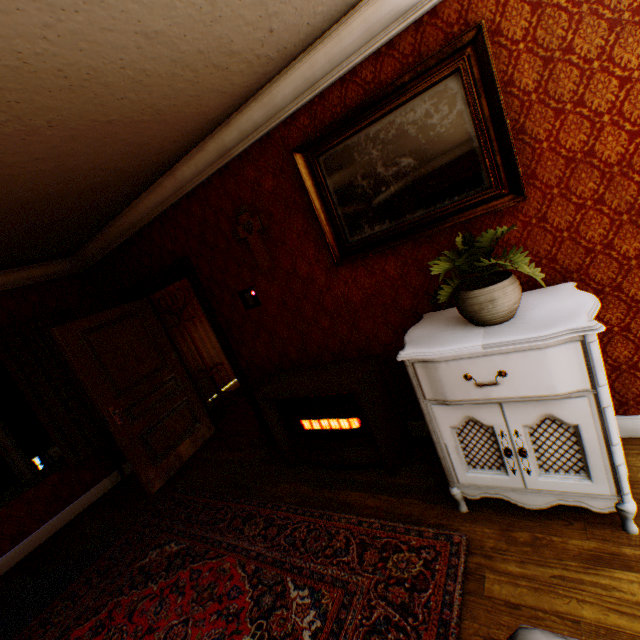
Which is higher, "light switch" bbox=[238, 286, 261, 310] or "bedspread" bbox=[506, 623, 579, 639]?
"light switch" bbox=[238, 286, 261, 310]

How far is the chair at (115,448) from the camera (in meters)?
4.29

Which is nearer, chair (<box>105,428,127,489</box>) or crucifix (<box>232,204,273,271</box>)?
crucifix (<box>232,204,273,271</box>)

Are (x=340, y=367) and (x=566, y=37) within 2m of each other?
no

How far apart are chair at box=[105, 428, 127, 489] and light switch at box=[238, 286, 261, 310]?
2.3m

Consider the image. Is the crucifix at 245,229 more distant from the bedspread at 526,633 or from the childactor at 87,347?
the bedspread at 526,633

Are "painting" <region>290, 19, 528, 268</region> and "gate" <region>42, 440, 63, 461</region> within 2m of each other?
no

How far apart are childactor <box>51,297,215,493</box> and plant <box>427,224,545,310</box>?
3.87m
